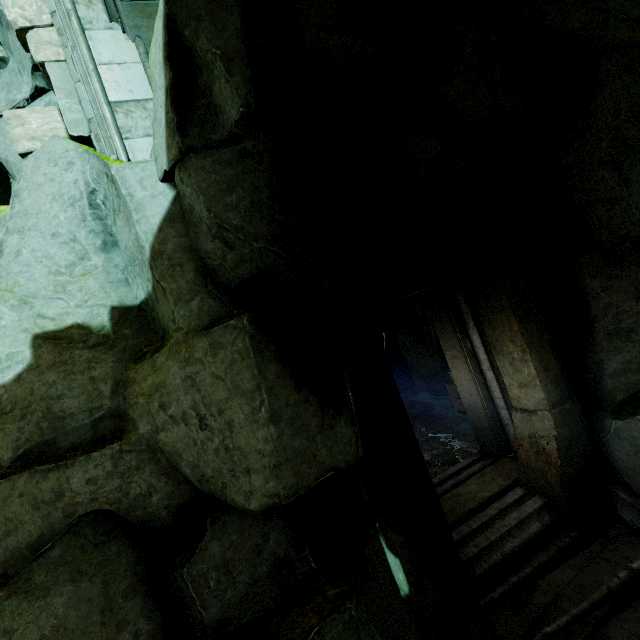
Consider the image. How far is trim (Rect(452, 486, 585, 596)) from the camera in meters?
4.1 m

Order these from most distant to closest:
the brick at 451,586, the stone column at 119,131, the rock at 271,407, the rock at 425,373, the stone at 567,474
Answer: the rock at 425,373 → the stone at 567,474 → the brick at 451,586 → the stone column at 119,131 → the rock at 271,407

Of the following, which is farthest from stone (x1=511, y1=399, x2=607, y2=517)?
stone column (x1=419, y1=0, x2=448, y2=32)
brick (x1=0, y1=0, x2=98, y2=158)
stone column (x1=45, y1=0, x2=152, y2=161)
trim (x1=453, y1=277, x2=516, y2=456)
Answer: brick (x1=0, y1=0, x2=98, y2=158)

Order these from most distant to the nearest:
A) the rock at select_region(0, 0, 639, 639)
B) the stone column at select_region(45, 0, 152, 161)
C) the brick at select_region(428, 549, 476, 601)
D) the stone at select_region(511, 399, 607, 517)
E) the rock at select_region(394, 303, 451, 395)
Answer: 1. the rock at select_region(394, 303, 451, 395)
2. the stone at select_region(511, 399, 607, 517)
3. the brick at select_region(428, 549, 476, 601)
4. the stone column at select_region(45, 0, 152, 161)
5. the rock at select_region(0, 0, 639, 639)

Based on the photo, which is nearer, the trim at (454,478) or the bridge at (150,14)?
the bridge at (150,14)

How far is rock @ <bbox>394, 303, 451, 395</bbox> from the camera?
9.49m

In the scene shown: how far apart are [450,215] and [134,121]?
3.8m

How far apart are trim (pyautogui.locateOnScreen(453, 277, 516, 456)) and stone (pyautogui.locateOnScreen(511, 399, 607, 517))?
0.0m
